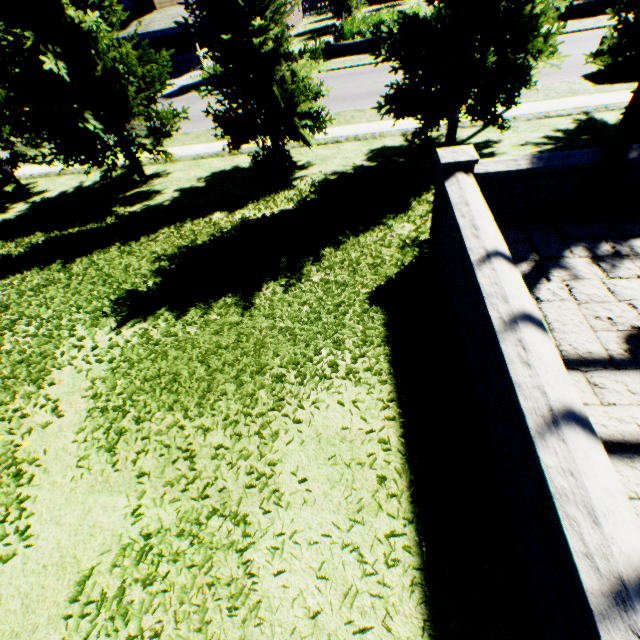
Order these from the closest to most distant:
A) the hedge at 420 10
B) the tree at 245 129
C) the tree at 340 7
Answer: the tree at 245 129, the hedge at 420 10, the tree at 340 7

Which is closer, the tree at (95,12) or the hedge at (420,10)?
the tree at (95,12)

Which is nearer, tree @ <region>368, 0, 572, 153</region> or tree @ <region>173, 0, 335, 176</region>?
tree @ <region>368, 0, 572, 153</region>

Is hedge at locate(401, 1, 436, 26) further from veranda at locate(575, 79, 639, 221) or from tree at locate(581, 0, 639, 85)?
veranda at locate(575, 79, 639, 221)

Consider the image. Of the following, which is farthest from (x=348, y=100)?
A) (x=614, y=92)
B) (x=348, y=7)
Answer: (x=348, y=7)

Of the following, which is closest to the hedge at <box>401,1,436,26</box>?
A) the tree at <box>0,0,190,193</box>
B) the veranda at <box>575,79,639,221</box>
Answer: the tree at <box>0,0,190,193</box>

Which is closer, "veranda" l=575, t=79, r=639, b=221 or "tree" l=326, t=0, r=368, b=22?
"veranda" l=575, t=79, r=639, b=221
